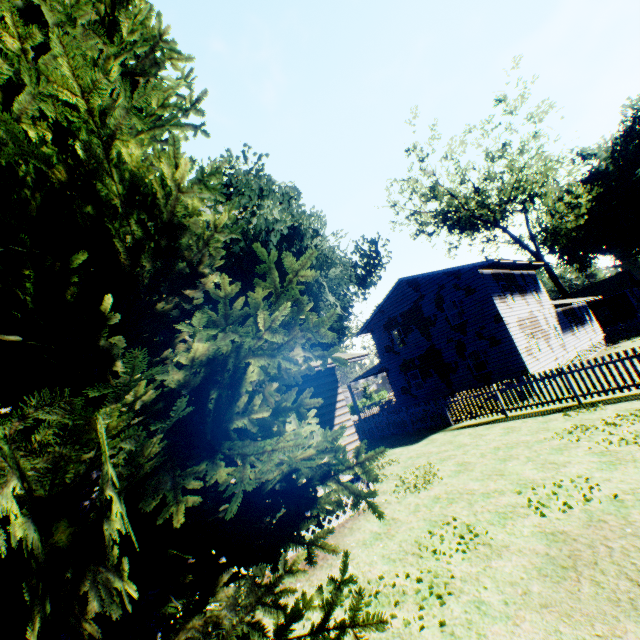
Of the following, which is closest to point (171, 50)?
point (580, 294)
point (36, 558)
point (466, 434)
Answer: point (36, 558)

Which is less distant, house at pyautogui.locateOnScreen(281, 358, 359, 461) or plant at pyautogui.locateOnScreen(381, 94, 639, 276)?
house at pyautogui.locateOnScreen(281, 358, 359, 461)

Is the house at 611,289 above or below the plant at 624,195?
below

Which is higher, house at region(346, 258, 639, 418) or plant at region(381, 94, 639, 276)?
plant at region(381, 94, 639, 276)

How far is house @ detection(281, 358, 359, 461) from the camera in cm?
1029

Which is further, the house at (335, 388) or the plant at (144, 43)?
the house at (335, 388)

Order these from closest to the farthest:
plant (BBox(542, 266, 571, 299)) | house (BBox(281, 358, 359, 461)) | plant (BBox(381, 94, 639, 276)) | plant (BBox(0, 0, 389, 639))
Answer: plant (BBox(0, 0, 389, 639))
house (BBox(281, 358, 359, 461))
plant (BBox(381, 94, 639, 276))
plant (BBox(542, 266, 571, 299))

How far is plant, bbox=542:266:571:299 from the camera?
36.2m
